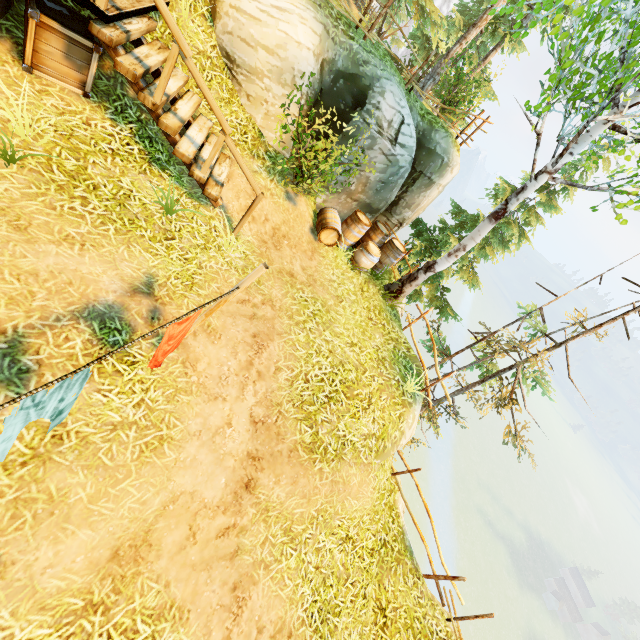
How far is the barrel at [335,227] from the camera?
8.7m

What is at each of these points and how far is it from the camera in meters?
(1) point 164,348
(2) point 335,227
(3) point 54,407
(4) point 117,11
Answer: (1) linen, 3.4
(2) barrel, 8.5
(3) linen, 2.5
(4) wooden platform, 4.3

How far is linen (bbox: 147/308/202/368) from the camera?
3.11m

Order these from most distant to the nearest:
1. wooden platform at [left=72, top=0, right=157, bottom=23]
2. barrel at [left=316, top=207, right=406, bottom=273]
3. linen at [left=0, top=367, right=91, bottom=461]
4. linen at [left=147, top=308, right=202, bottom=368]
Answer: barrel at [left=316, top=207, right=406, bottom=273] < wooden platform at [left=72, top=0, right=157, bottom=23] < linen at [left=147, top=308, right=202, bottom=368] < linen at [left=0, top=367, right=91, bottom=461]

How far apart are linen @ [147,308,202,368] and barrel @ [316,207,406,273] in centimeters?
644cm

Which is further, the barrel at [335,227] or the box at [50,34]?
the barrel at [335,227]

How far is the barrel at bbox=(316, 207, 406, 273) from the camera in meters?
8.7 m

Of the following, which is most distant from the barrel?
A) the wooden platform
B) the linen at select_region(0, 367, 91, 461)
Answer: the linen at select_region(0, 367, 91, 461)
